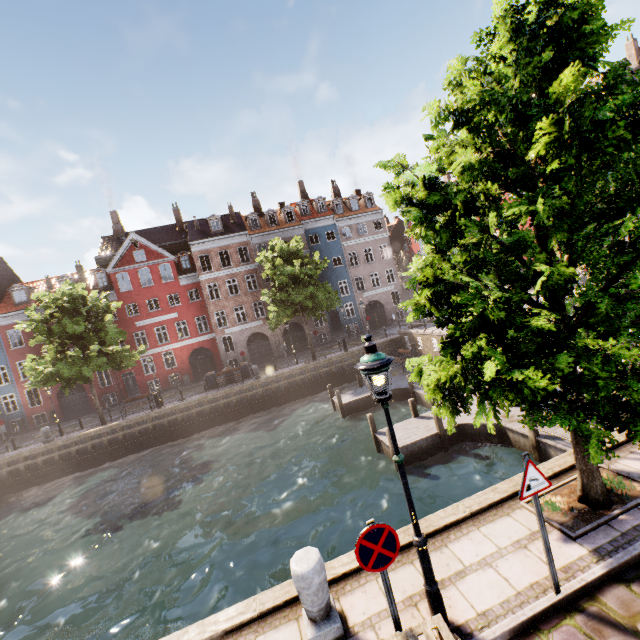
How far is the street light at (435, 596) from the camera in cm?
397

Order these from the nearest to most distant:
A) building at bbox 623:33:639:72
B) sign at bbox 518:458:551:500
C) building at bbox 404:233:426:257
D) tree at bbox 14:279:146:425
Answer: sign at bbox 518:458:551:500 → tree at bbox 14:279:146:425 → building at bbox 623:33:639:72 → building at bbox 404:233:426:257

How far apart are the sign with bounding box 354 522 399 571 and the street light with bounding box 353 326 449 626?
0.53m

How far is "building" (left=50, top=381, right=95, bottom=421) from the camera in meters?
30.2 m

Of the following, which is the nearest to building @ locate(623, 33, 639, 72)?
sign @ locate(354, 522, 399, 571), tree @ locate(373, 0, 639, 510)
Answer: tree @ locate(373, 0, 639, 510)

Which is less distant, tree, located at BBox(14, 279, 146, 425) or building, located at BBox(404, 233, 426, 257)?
tree, located at BBox(14, 279, 146, 425)

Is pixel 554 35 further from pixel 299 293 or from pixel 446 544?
pixel 299 293

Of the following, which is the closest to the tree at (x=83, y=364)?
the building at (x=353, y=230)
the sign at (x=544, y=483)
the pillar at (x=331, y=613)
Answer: the sign at (x=544, y=483)
